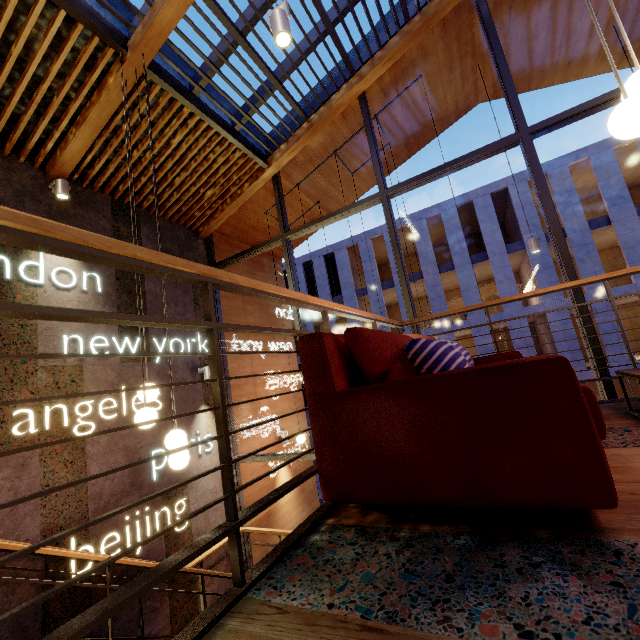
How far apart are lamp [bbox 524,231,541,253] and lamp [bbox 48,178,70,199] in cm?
740

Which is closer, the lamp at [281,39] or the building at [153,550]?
the lamp at [281,39]

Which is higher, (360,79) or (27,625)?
(360,79)

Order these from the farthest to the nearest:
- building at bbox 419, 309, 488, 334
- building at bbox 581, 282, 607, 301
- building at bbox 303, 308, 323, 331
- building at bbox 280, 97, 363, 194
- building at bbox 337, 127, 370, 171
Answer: building at bbox 303, 308, 323, 331, building at bbox 419, 309, 488, 334, building at bbox 581, 282, 607, 301, building at bbox 337, 127, 370, 171, building at bbox 280, 97, 363, 194

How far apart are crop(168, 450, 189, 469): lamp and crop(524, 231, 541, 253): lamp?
5.93m

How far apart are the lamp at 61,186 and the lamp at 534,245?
7.4m

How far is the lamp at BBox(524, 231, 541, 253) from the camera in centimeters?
563cm

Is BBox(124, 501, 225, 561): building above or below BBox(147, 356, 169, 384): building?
below
